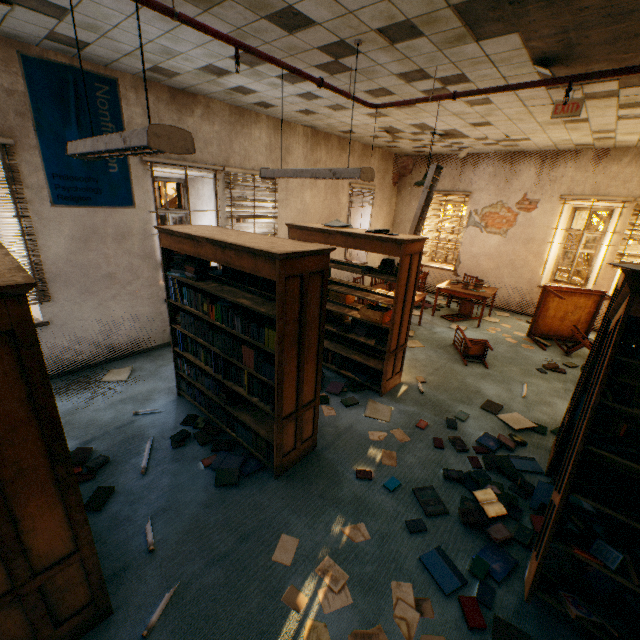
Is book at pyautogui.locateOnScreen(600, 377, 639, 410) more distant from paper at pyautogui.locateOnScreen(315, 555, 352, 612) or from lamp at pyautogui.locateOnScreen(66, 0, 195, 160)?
lamp at pyautogui.locateOnScreen(66, 0, 195, 160)

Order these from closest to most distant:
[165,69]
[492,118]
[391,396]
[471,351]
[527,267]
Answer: [165,69]
[391,396]
[492,118]
[471,351]
[527,267]

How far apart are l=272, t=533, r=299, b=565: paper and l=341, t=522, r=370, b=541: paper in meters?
0.4 m

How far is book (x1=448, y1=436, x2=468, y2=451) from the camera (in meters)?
3.67

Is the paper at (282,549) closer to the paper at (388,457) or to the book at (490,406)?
the paper at (388,457)

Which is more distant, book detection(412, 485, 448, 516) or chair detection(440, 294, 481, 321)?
chair detection(440, 294, 481, 321)

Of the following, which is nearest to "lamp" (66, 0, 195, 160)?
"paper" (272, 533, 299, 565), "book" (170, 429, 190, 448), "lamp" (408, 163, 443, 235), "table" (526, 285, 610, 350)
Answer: "book" (170, 429, 190, 448)

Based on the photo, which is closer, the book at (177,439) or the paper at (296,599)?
the paper at (296,599)
